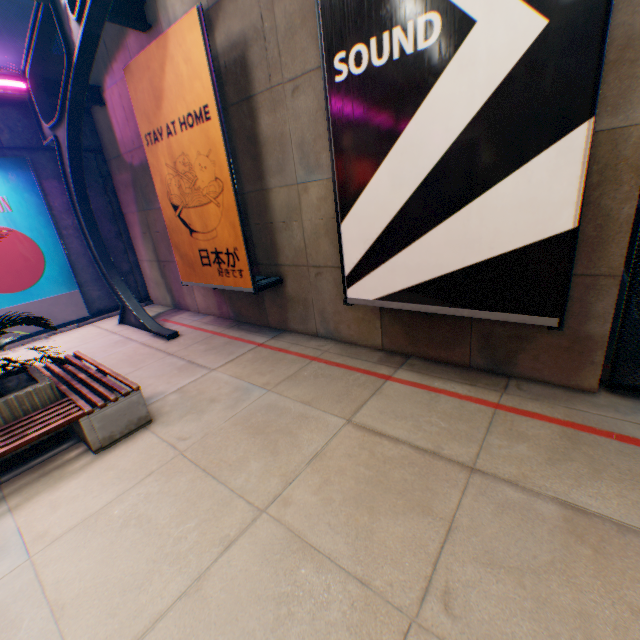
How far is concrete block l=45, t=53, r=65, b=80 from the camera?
8.4m

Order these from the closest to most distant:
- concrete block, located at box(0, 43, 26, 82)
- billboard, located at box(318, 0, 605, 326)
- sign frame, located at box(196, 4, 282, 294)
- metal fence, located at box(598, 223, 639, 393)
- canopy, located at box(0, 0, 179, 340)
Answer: billboard, located at box(318, 0, 605, 326)
metal fence, located at box(598, 223, 639, 393)
sign frame, located at box(196, 4, 282, 294)
canopy, located at box(0, 0, 179, 340)
concrete block, located at box(0, 43, 26, 82)

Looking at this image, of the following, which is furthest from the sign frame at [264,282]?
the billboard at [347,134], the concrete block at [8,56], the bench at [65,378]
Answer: the concrete block at [8,56]

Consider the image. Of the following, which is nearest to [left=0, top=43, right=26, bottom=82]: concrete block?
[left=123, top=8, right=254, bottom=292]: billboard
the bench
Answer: [left=123, top=8, right=254, bottom=292]: billboard

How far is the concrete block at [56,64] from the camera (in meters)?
8.45

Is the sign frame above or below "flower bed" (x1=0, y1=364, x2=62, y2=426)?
above

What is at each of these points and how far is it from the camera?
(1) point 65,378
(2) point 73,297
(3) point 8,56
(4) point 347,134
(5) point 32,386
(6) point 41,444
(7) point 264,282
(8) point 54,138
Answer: (1) bench, 4.95m
(2) billboard, 9.36m
(3) concrete block, 7.85m
(4) billboard, 3.96m
(5) flower bed, 4.12m
(6) flower bed, 4.27m
(7) sign frame, 6.60m
(8) canopy, 7.61m

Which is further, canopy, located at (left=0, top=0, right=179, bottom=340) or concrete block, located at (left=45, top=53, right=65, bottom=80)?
concrete block, located at (left=45, top=53, right=65, bottom=80)
